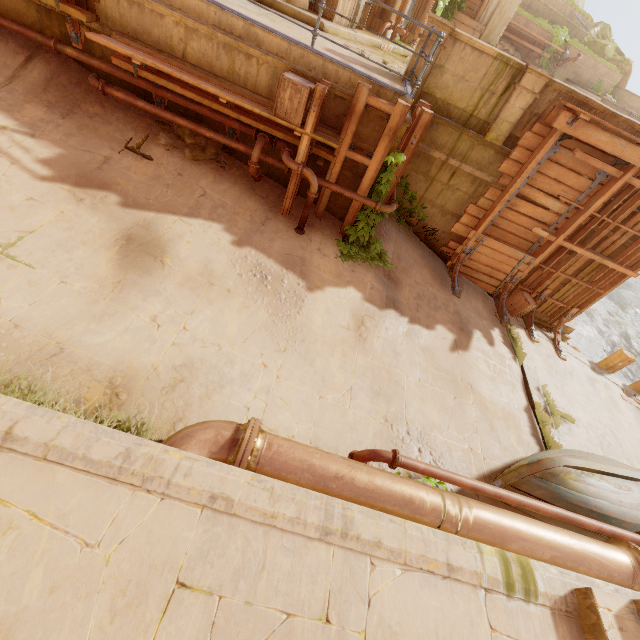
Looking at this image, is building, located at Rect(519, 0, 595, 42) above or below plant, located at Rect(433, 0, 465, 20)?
above

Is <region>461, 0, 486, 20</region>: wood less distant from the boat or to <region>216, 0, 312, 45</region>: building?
<region>216, 0, 312, 45</region>: building

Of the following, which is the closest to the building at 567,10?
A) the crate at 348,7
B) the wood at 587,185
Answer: the wood at 587,185

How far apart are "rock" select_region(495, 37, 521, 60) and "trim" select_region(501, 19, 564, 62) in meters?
0.0 m

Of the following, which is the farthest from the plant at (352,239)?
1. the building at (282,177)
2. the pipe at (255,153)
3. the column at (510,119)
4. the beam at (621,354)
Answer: the beam at (621,354)

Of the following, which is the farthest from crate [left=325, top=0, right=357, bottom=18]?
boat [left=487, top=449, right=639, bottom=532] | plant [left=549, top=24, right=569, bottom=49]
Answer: plant [left=549, top=24, right=569, bottom=49]

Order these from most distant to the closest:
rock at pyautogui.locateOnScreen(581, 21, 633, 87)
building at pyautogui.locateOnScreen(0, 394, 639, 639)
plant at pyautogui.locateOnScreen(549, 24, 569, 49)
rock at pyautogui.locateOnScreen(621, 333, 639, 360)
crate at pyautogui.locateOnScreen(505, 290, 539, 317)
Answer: rock at pyautogui.locateOnScreen(581, 21, 633, 87) → plant at pyautogui.locateOnScreen(549, 24, 569, 49) → rock at pyautogui.locateOnScreen(621, 333, 639, 360) → crate at pyautogui.locateOnScreen(505, 290, 539, 317) → building at pyautogui.locateOnScreen(0, 394, 639, 639)

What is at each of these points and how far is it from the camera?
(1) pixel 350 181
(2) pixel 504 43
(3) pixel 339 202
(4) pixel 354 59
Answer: (1) building, 7.2m
(2) rock, 19.2m
(3) building, 7.6m
(4) building, 7.0m
